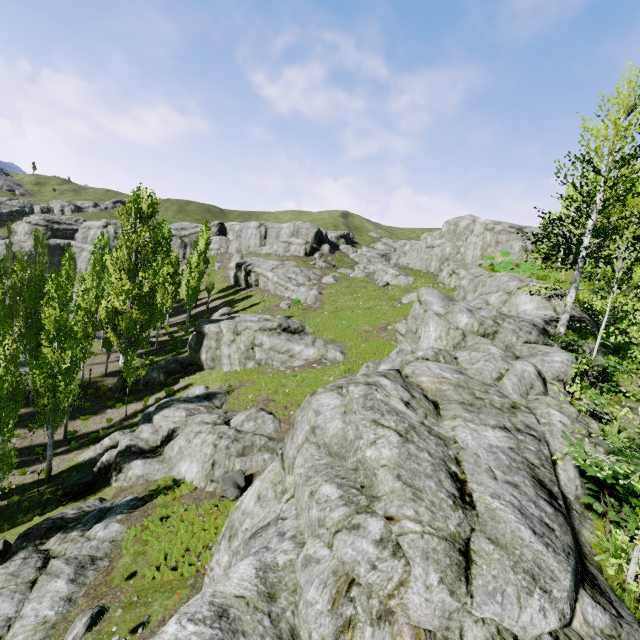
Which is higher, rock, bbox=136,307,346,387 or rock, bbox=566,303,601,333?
rock, bbox=566,303,601,333

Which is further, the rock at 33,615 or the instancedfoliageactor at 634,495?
the rock at 33,615

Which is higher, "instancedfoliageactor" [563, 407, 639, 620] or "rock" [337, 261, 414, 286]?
"rock" [337, 261, 414, 286]

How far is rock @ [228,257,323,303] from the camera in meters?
43.8 m

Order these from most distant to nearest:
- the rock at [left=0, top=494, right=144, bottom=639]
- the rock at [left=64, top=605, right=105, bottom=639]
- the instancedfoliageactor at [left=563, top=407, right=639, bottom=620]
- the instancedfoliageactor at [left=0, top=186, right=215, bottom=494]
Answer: the instancedfoliageactor at [left=0, top=186, right=215, bottom=494]
the rock at [left=0, top=494, right=144, bottom=639]
the rock at [left=64, top=605, right=105, bottom=639]
the instancedfoliageactor at [left=563, top=407, right=639, bottom=620]

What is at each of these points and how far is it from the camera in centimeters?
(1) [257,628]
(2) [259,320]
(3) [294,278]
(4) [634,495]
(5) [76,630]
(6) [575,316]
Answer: (1) rock, 442cm
(2) rock, 2878cm
(3) rock, 4822cm
(4) instancedfoliageactor, 697cm
(5) rock, 919cm
(6) rock, 1812cm
